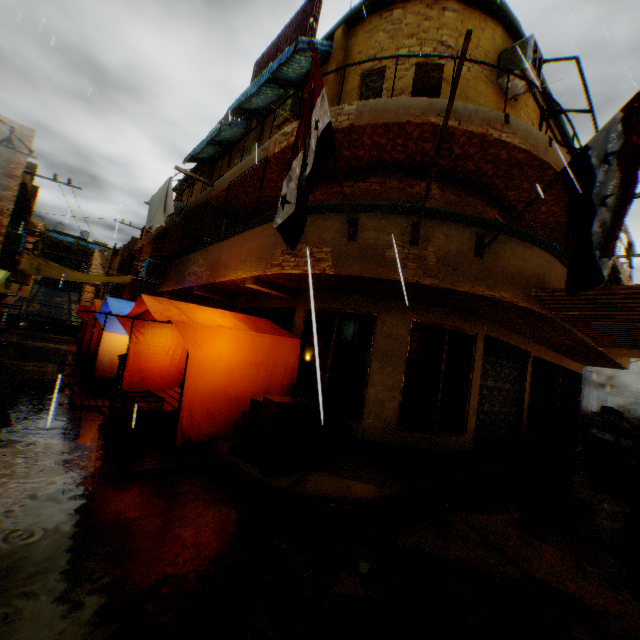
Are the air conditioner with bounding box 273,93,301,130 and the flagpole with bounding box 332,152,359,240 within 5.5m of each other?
yes

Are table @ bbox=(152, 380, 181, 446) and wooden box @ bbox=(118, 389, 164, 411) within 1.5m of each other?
yes

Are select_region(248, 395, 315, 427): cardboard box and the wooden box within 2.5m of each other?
yes

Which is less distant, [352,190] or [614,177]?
[614,177]

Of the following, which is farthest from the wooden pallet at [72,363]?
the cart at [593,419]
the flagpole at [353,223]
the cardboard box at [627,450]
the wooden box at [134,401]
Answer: the cart at [593,419]

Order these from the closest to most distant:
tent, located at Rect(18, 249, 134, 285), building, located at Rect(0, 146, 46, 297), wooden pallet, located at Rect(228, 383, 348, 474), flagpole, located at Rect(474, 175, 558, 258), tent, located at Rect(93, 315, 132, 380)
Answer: flagpole, located at Rect(474, 175, 558, 258) < wooden pallet, located at Rect(228, 383, 348, 474) < tent, located at Rect(93, 315, 132, 380) < building, located at Rect(0, 146, 46, 297) < tent, located at Rect(18, 249, 134, 285)

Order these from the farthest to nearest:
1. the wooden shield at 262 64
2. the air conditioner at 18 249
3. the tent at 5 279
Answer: the air conditioner at 18 249 → the wooden shield at 262 64 → the tent at 5 279

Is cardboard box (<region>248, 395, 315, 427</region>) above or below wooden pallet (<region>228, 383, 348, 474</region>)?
above
